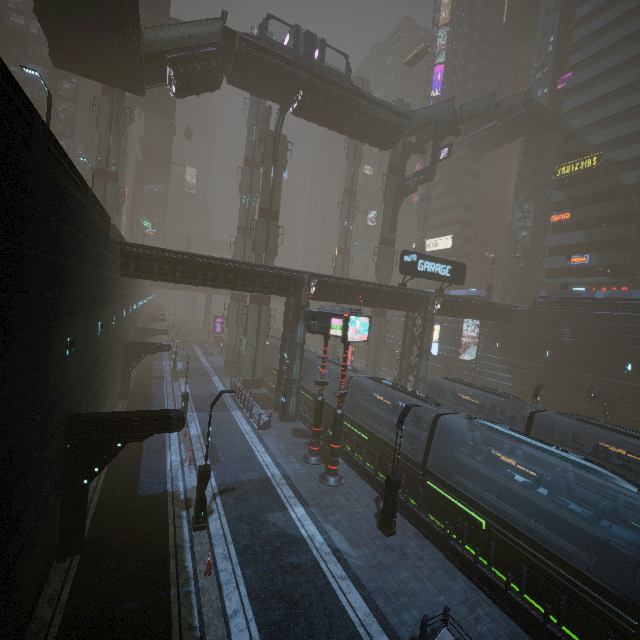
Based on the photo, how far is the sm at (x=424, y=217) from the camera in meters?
56.2 m

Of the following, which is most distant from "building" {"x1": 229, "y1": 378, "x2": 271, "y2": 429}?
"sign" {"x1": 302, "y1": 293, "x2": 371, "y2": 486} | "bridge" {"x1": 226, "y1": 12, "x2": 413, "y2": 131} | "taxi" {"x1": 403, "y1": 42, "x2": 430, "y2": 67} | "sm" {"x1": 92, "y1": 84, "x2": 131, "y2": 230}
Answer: "taxi" {"x1": 403, "y1": 42, "x2": 430, "y2": 67}

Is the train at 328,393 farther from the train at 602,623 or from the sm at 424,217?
the sm at 424,217

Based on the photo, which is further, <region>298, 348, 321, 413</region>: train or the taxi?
the taxi

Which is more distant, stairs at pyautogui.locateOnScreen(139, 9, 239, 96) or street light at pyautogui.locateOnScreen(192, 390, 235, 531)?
stairs at pyautogui.locateOnScreen(139, 9, 239, 96)

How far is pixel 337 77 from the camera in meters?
29.4

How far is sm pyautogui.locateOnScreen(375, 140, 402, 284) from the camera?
39.9 meters

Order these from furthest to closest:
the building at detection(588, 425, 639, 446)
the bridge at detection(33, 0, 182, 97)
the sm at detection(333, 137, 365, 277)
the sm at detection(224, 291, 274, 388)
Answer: the sm at detection(333, 137, 365, 277) → the sm at detection(224, 291, 274, 388) → the building at detection(588, 425, 639, 446) → the bridge at detection(33, 0, 182, 97)
